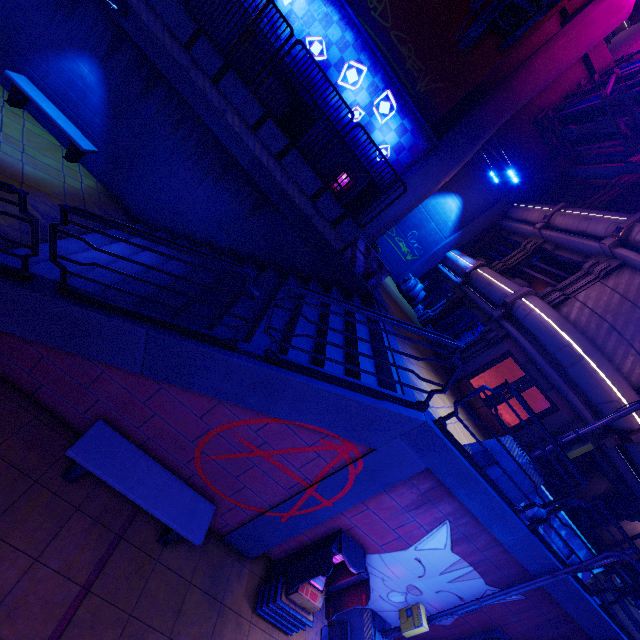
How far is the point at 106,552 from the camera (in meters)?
4.70

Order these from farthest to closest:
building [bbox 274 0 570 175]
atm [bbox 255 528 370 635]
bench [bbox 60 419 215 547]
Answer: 1. building [bbox 274 0 570 175]
2. atm [bbox 255 528 370 635]
3. bench [bbox 60 419 215 547]

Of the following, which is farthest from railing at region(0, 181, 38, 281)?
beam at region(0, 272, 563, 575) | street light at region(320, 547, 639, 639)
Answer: street light at region(320, 547, 639, 639)

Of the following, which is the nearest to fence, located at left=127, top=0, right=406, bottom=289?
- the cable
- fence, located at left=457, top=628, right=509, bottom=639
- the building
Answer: the cable

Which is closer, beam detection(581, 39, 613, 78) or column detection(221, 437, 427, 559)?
column detection(221, 437, 427, 559)

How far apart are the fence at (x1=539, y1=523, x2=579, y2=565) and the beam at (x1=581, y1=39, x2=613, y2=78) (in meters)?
22.96

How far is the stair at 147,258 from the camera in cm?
777
